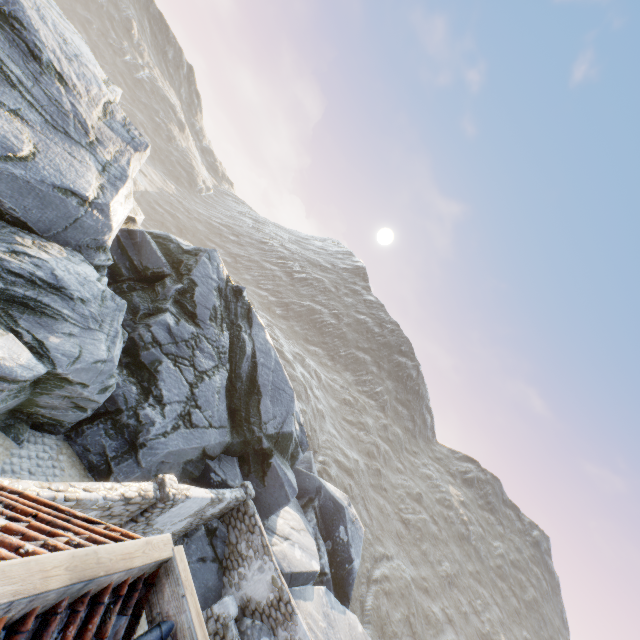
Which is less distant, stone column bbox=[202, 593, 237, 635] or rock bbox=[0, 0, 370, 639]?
rock bbox=[0, 0, 370, 639]

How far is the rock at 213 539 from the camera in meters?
11.9 m

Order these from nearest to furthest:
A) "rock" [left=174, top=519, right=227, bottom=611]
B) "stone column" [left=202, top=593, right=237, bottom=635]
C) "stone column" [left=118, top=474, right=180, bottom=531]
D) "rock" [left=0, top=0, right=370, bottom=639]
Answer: "stone column" [left=118, top=474, right=180, bottom=531] → "rock" [left=0, top=0, right=370, bottom=639] → "stone column" [left=202, top=593, right=237, bottom=635] → "rock" [left=174, top=519, right=227, bottom=611]

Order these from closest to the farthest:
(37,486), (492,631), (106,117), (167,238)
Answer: (37,486) → (106,117) → (167,238) → (492,631)

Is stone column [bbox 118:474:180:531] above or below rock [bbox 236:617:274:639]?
above

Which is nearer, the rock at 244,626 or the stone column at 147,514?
the stone column at 147,514

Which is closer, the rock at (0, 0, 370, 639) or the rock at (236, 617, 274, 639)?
the rock at (0, 0, 370, 639)

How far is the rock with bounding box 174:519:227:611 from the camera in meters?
11.9 m
